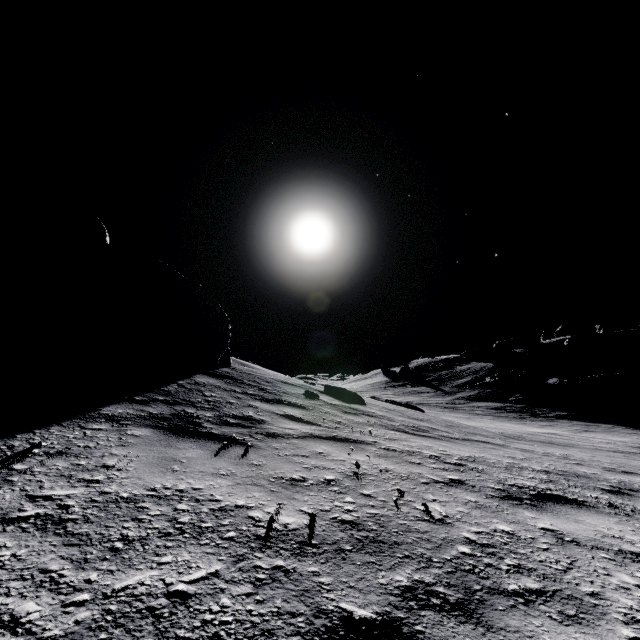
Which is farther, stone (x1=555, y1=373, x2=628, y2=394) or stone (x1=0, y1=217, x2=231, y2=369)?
stone (x1=555, y1=373, x2=628, y2=394)

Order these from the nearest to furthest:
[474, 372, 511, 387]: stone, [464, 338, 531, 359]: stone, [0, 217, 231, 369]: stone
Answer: [0, 217, 231, 369]: stone
[474, 372, 511, 387]: stone
[464, 338, 531, 359]: stone

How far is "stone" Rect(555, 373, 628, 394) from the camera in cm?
2935

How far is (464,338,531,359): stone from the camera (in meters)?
55.96

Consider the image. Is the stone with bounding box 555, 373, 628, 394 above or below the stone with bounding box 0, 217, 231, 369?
below

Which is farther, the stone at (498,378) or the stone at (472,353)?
the stone at (472,353)

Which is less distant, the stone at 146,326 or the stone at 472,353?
the stone at 146,326

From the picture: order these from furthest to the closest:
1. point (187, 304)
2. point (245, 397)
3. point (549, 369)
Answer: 1. point (549, 369)
2. point (187, 304)
3. point (245, 397)
